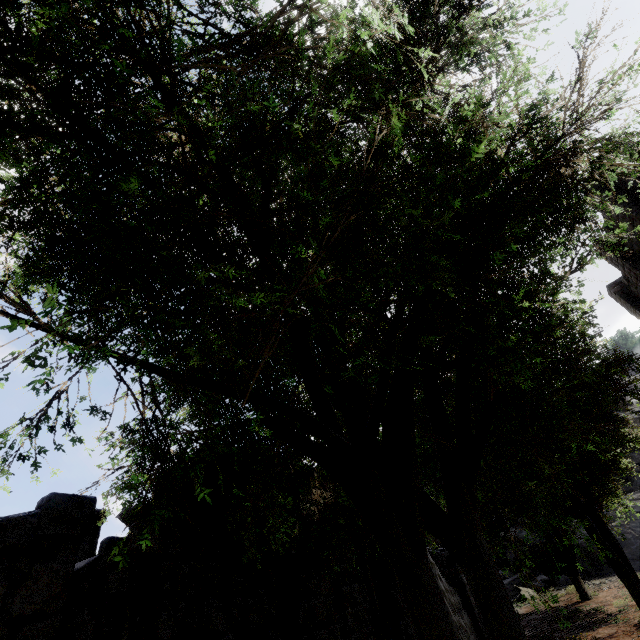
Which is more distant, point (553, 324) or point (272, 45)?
point (553, 324)

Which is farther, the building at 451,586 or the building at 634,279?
the building at 634,279

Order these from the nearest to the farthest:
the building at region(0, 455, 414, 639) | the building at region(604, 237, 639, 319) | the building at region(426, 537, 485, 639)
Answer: the building at region(0, 455, 414, 639) → the building at region(426, 537, 485, 639) → the building at region(604, 237, 639, 319)

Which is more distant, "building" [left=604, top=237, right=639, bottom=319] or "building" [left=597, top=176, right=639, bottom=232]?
"building" [left=604, top=237, right=639, bottom=319]

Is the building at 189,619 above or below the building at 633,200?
below
